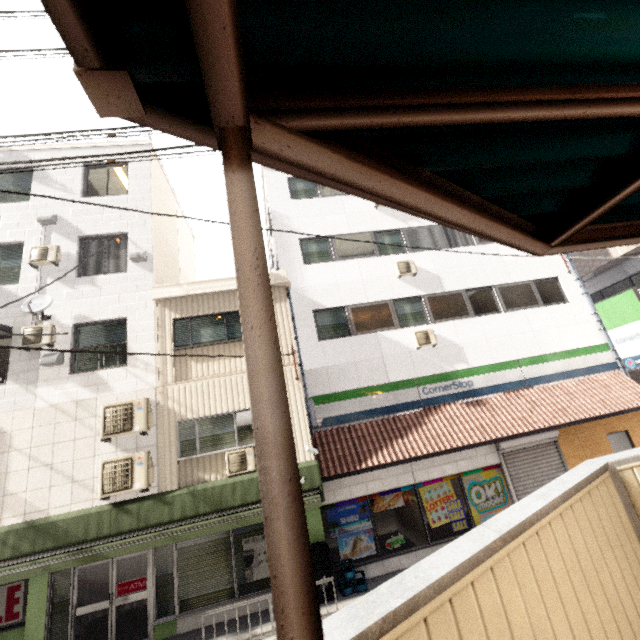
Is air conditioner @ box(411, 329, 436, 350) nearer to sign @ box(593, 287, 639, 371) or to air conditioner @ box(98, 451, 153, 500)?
sign @ box(593, 287, 639, 371)

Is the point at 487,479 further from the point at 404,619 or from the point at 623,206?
the point at 404,619

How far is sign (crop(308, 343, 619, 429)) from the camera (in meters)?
10.33

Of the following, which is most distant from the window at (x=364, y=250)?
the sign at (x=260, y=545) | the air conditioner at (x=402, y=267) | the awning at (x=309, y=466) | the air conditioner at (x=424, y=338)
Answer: the sign at (x=260, y=545)

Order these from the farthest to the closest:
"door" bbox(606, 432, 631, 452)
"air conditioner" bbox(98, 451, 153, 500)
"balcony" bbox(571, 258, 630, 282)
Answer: "balcony" bbox(571, 258, 630, 282) → "door" bbox(606, 432, 631, 452) → "air conditioner" bbox(98, 451, 153, 500)

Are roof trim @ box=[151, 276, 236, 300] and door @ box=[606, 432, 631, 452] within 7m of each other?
no

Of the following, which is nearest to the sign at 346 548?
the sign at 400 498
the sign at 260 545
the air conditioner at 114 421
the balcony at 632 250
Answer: the sign at 400 498

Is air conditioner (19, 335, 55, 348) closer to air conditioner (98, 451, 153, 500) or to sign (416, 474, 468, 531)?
air conditioner (98, 451, 153, 500)
